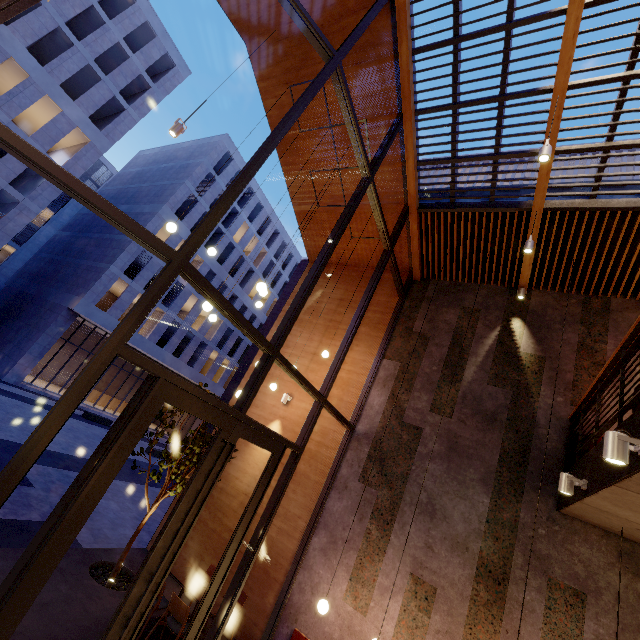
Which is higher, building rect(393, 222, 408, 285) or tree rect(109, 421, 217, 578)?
building rect(393, 222, 408, 285)

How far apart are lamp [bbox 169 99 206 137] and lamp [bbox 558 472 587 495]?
8.1 meters

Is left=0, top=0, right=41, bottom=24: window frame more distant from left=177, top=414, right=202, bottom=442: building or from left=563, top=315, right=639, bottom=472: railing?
left=177, top=414, right=202, bottom=442: building

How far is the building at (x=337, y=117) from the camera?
7.6 meters

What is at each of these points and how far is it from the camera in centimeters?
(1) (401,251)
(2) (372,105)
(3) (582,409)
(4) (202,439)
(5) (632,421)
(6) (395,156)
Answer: (1) building, 949cm
(2) building, 740cm
(3) railing, 535cm
(4) tree, 717cm
(5) building, 312cm
(6) building, 786cm

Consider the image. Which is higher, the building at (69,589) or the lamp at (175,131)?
the lamp at (175,131)

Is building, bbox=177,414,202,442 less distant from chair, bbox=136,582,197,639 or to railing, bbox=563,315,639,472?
chair, bbox=136,582,197,639

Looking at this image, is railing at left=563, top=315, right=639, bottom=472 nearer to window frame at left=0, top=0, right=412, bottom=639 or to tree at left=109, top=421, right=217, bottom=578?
window frame at left=0, top=0, right=412, bottom=639
